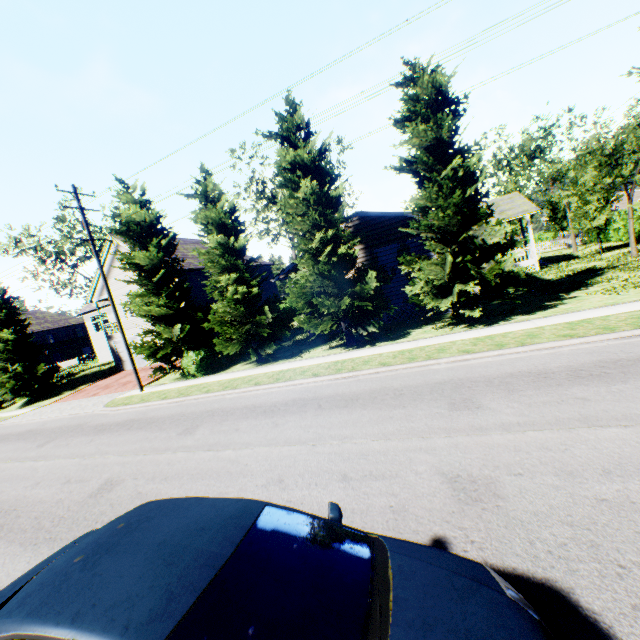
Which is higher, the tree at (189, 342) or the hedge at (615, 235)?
the tree at (189, 342)

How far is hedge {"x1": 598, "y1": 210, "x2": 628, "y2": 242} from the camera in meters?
27.9

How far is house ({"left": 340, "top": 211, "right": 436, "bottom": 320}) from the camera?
17.41m

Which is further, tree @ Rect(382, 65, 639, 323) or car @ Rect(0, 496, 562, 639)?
tree @ Rect(382, 65, 639, 323)

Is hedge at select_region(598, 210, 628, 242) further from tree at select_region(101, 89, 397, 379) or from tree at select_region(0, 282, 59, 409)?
tree at select_region(101, 89, 397, 379)

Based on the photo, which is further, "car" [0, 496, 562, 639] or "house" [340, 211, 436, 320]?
"house" [340, 211, 436, 320]

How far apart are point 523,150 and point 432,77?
56.10m

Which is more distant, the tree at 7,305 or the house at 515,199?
the tree at 7,305
